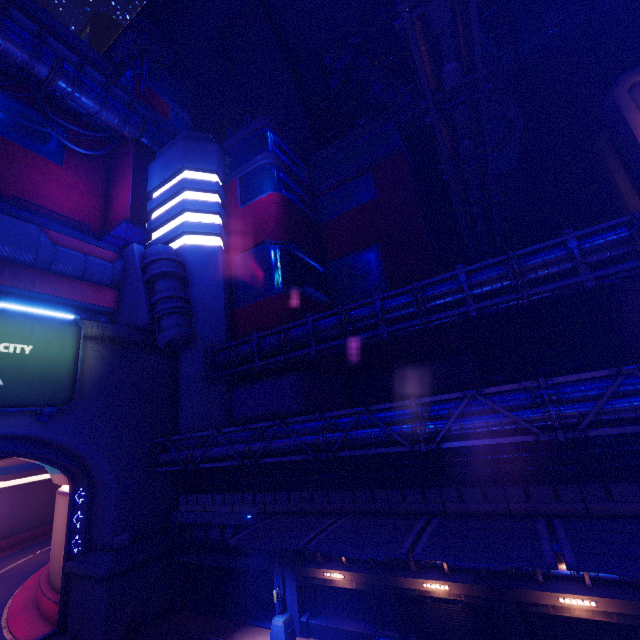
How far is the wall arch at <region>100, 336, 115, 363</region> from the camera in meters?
22.0 m

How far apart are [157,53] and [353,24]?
32.1 meters

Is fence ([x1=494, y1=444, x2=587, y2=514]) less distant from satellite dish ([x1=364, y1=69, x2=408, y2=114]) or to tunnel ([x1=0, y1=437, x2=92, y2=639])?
tunnel ([x1=0, y1=437, x2=92, y2=639])

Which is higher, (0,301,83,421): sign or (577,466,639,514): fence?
(0,301,83,421): sign

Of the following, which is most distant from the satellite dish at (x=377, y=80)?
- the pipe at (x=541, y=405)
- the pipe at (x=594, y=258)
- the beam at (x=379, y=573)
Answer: the beam at (x=379, y=573)

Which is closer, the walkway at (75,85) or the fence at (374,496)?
the fence at (374,496)

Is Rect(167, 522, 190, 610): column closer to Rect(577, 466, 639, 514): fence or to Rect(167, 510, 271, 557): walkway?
Rect(167, 510, 271, 557): walkway

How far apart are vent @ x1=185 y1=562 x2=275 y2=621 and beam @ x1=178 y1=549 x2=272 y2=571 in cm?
35
